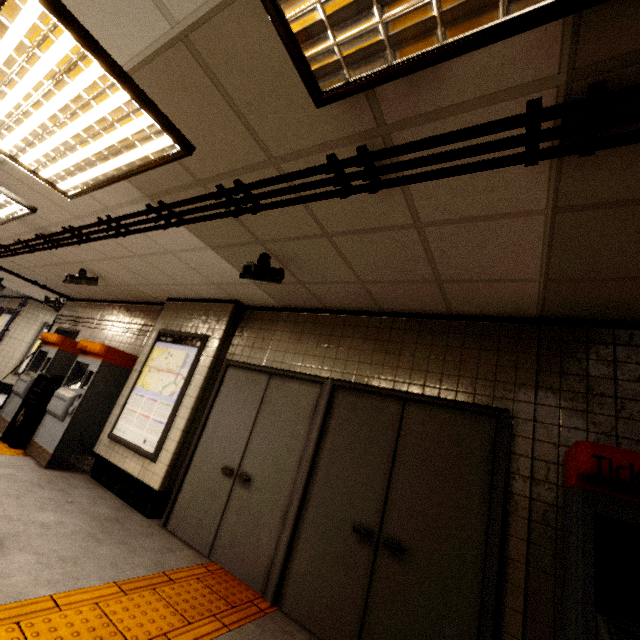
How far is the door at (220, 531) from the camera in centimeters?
325cm

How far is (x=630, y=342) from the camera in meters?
2.5 m

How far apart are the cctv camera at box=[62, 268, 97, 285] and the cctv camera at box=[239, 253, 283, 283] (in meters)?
4.13

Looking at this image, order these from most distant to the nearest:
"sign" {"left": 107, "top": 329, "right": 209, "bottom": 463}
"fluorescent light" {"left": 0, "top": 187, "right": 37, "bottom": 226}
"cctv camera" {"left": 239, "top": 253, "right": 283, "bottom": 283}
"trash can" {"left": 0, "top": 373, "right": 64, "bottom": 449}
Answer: "trash can" {"left": 0, "top": 373, "right": 64, "bottom": 449} < "sign" {"left": 107, "top": 329, "right": 209, "bottom": 463} < "fluorescent light" {"left": 0, "top": 187, "right": 37, "bottom": 226} < "cctv camera" {"left": 239, "top": 253, "right": 283, "bottom": 283}

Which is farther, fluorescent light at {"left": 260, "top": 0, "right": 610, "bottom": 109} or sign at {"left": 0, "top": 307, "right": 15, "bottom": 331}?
sign at {"left": 0, "top": 307, "right": 15, "bottom": 331}

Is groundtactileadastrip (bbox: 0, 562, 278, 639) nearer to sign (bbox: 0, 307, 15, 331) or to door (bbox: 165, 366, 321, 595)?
door (bbox: 165, 366, 321, 595)

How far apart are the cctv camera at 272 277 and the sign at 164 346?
1.80m

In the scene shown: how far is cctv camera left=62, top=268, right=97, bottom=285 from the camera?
5.4 meters
